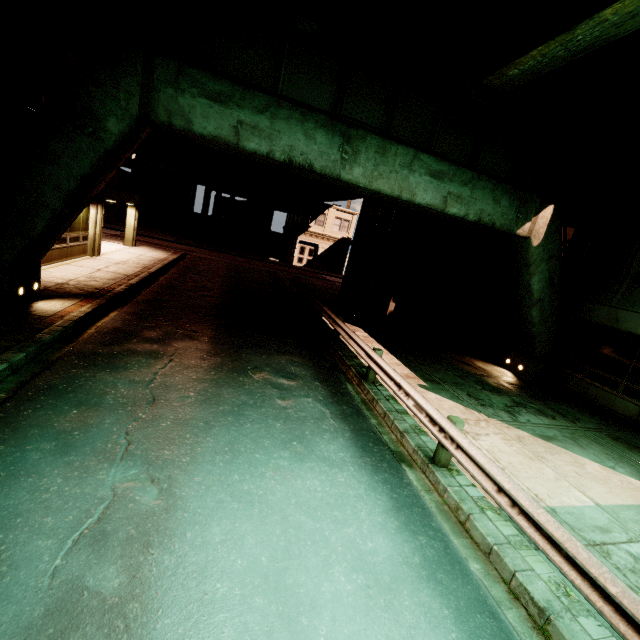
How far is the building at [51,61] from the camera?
10.40m

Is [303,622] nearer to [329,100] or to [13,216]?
[13,216]

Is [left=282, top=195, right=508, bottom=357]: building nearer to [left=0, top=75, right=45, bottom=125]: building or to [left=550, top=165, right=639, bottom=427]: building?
[left=550, top=165, right=639, bottom=427]: building

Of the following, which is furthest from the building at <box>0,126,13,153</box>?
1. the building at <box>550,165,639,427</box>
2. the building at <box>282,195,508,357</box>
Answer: the building at <box>550,165,639,427</box>

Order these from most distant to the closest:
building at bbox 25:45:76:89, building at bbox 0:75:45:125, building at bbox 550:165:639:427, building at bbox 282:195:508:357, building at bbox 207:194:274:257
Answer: building at bbox 207:194:274:257 → building at bbox 282:195:508:357 → building at bbox 550:165:639:427 → building at bbox 25:45:76:89 → building at bbox 0:75:45:125

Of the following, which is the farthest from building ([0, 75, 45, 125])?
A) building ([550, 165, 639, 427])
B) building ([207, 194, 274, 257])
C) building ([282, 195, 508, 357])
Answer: building ([550, 165, 639, 427])

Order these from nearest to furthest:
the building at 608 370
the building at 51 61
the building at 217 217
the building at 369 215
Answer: the building at 51 61, the building at 608 370, the building at 369 215, the building at 217 217
